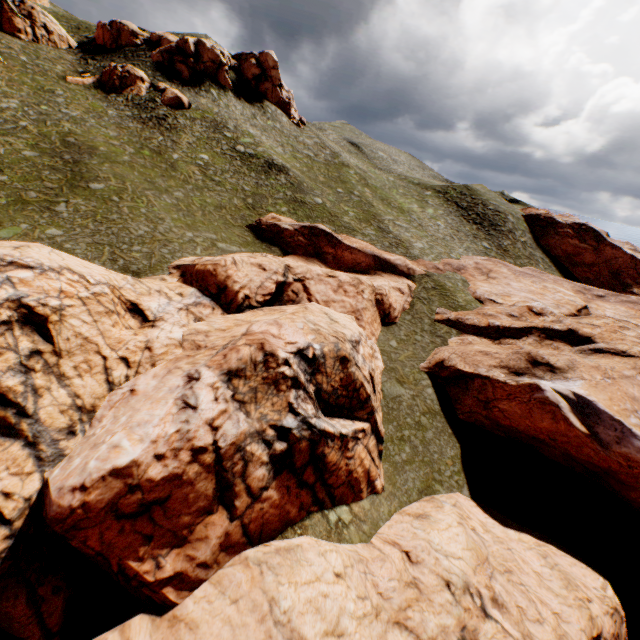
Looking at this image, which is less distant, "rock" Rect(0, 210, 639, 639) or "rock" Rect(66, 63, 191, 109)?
"rock" Rect(0, 210, 639, 639)

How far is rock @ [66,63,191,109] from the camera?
41.5 meters

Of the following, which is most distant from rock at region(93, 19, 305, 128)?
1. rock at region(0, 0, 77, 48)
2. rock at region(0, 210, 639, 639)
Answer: rock at region(0, 210, 639, 639)

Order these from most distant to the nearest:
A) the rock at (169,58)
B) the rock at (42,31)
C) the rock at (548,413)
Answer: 1. the rock at (169,58)
2. the rock at (42,31)
3. the rock at (548,413)

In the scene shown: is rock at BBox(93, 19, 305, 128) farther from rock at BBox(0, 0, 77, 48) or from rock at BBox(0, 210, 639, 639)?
rock at BBox(0, 210, 639, 639)

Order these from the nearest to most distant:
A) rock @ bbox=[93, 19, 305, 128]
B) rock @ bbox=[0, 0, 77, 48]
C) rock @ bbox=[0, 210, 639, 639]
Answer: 1. rock @ bbox=[0, 210, 639, 639]
2. rock @ bbox=[0, 0, 77, 48]
3. rock @ bbox=[93, 19, 305, 128]

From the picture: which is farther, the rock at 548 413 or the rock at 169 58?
the rock at 169 58

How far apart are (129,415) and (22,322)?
5.8 meters
